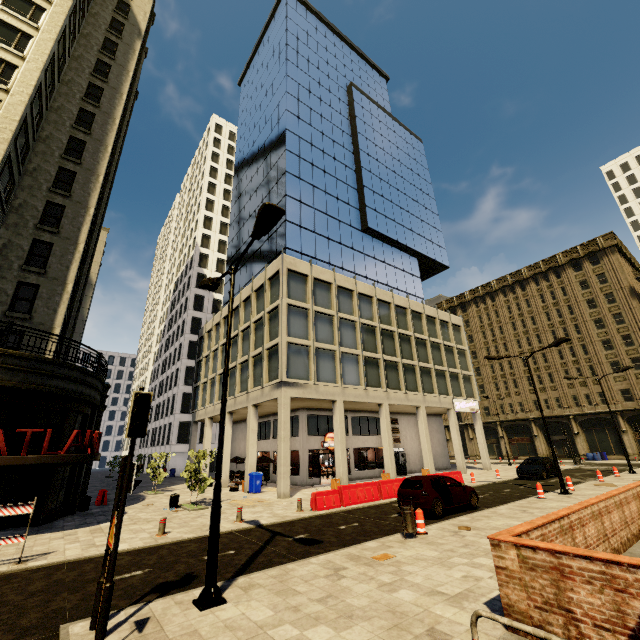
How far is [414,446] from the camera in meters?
34.1 m

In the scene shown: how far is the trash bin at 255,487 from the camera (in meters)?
22.02

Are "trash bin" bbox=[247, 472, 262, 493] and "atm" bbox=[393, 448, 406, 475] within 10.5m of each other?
no

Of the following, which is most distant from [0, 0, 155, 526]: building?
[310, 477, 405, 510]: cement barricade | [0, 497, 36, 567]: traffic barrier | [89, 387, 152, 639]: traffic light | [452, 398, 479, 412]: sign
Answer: [89, 387, 152, 639]: traffic light

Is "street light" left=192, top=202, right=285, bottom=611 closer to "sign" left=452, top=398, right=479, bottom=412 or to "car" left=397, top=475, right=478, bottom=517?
"car" left=397, top=475, right=478, bottom=517

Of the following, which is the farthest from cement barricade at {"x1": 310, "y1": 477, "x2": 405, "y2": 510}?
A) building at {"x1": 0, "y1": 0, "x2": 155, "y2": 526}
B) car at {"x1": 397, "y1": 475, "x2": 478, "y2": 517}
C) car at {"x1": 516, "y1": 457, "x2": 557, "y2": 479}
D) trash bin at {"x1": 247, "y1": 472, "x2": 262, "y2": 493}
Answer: trash bin at {"x1": 247, "y1": 472, "x2": 262, "y2": 493}

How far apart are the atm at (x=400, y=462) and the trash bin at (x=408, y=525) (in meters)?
22.11

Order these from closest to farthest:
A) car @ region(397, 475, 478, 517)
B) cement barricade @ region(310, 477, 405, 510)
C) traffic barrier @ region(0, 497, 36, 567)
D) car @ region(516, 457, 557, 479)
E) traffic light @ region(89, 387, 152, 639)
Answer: traffic light @ region(89, 387, 152, 639)
traffic barrier @ region(0, 497, 36, 567)
car @ region(397, 475, 478, 517)
cement barricade @ region(310, 477, 405, 510)
car @ region(516, 457, 557, 479)
